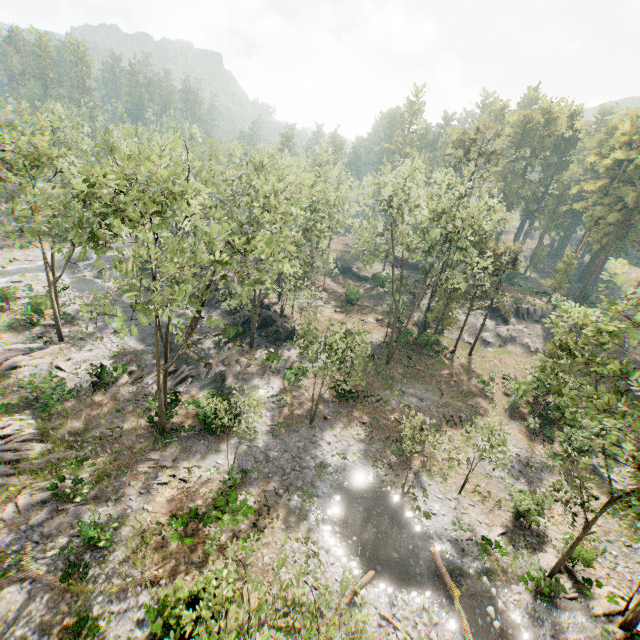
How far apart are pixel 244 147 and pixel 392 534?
50.6m

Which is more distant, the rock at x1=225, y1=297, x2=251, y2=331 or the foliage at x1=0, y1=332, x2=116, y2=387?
the rock at x1=225, y1=297, x2=251, y2=331

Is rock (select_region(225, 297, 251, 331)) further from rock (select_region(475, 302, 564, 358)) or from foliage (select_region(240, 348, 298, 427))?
rock (select_region(475, 302, 564, 358))

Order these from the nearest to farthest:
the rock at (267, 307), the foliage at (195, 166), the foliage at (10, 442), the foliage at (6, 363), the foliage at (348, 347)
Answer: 1. the foliage at (195, 166)
2. the foliage at (10, 442)
3. the foliage at (348, 347)
4. the foliage at (6, 363)
5. the rock at (267, 307)

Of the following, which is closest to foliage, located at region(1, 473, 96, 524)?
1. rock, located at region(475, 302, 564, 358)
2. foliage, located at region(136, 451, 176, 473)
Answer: rock, located at region(475, 302, 564, 358)

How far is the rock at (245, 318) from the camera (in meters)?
37.99
